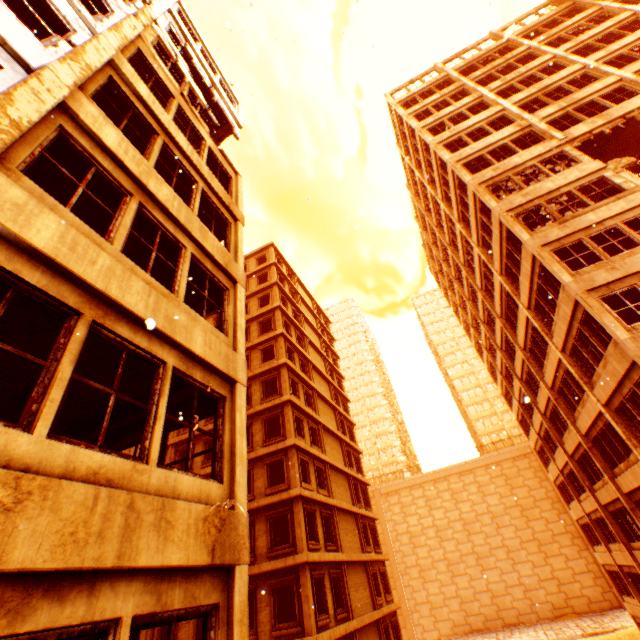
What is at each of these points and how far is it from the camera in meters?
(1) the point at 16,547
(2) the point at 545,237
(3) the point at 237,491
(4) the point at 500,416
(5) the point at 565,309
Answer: (1) wall corner piece, 2.6
(2) wall corner piece, 14.8
(3) pillar, 5.2
(4) building, 59.5
(5) wall corner piece, 14.2

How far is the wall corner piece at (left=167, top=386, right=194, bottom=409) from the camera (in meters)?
6.70

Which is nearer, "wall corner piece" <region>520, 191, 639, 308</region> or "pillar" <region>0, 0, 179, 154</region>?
"pillar" <region>0, 0, 179, 154</region>

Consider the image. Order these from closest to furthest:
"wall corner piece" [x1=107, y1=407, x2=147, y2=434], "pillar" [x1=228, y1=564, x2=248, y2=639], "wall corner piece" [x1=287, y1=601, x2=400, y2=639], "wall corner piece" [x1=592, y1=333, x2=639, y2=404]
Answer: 1. "pillar" [x1=228, y1=564, x2=248, y2=639]
2. "wall corner piece" [x1=107, y1=407, x2=147, y2=434]
3. "wall corner piece" [x1=592, y1=333, x2=639, y2=404]
4. "wall corner piece" [x1=287, y1=601, x2=400, y2=639]

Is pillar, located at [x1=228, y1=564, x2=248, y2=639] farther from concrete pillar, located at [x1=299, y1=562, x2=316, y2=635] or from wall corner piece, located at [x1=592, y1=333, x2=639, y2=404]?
concrete pillar, located at [x1=299, y1=562, x2=316, y2=635]

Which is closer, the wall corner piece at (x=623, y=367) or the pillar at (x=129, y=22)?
the pillar at (x=129, y=22)

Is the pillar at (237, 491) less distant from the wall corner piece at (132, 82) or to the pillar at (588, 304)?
the wall corner piece at (132, 82)
